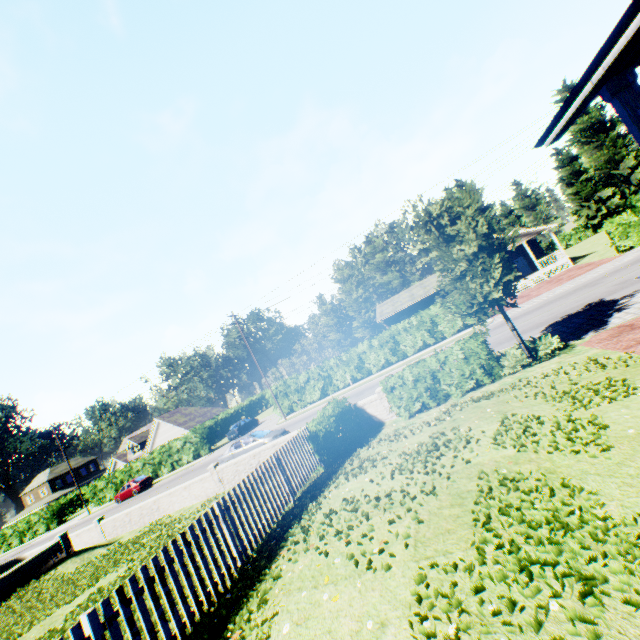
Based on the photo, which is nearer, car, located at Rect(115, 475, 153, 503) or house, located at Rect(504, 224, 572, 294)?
house, located at Rect(504, 224, 572, 294)

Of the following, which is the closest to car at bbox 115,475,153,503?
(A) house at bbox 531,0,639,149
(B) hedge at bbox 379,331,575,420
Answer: (B) hedge at bbox 379,331,575,420

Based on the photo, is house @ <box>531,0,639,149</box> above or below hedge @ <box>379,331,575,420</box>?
above

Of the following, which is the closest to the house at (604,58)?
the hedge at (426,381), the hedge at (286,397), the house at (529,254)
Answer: the hedge at (426,381)

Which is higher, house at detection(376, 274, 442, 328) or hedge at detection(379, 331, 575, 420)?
house at detection(376, 274, 442, 328)

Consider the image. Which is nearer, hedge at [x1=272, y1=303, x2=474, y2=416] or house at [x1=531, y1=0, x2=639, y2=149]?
house at [x1=531, y1=0, x2=639, y2=149]

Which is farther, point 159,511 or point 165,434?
point 165,434

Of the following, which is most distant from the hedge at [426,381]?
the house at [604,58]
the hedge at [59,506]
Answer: the hedge at [59,506]
